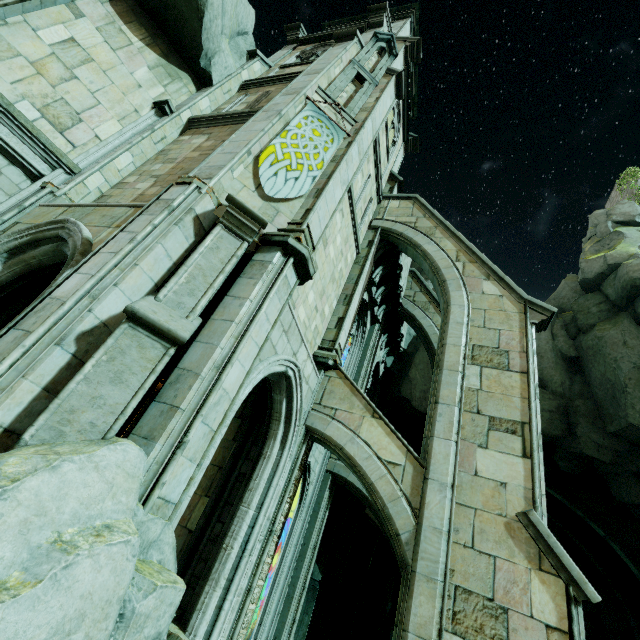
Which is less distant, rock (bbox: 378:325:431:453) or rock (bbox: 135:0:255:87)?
rock (bbox: 135:0:255:87)

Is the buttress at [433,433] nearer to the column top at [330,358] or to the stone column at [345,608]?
A: the column top at [330,358]

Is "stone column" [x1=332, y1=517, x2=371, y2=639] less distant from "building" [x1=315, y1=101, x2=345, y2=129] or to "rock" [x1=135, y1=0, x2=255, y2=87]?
"building" [x1=315, y1=101, x2=345, y2=129]

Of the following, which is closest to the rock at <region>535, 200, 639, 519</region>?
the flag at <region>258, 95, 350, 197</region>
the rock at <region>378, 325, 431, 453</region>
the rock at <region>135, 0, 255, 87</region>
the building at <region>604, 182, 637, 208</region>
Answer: the building at <region>604, 182, 637, 208</region>

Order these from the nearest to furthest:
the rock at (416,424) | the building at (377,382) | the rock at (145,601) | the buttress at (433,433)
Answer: the rock at (145,601) → the buttress at (433,433) → the building at (377,382) → the rock at (416,424)

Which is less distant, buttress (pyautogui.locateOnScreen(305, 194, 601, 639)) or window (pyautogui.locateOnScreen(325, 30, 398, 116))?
buttress (pyautogui.locateOnScreen(305, 194, 601, 639))

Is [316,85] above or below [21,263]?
above

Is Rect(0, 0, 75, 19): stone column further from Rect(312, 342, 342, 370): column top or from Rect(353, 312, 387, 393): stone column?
Rect(353, 312, 387, 393): stone column
